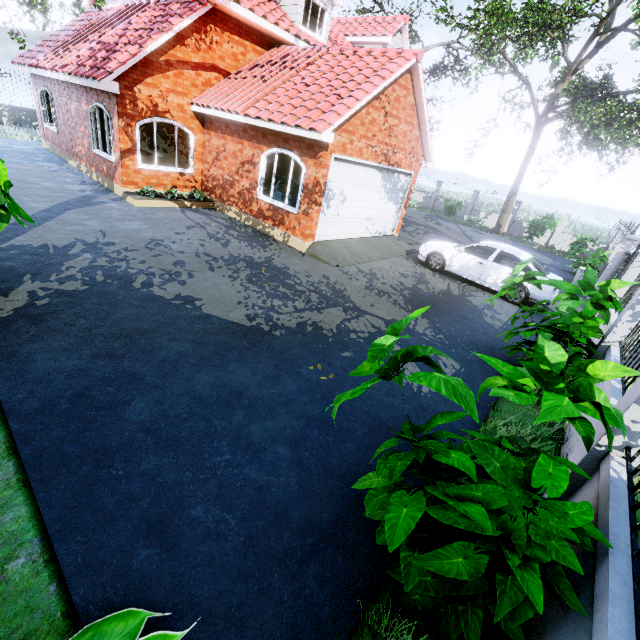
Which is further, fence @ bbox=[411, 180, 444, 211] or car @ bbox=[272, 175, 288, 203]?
fence @ bbox=[411, 180, 444, 211]

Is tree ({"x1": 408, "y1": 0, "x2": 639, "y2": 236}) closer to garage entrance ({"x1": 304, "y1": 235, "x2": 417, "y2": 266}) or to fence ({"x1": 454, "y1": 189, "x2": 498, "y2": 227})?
fence ({"x1": 454, "y1": 189, "x2": 498, "y2": 227})

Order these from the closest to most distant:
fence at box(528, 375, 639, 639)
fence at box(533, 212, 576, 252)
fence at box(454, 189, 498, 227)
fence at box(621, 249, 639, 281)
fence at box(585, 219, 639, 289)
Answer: fence at box(528, 375, 639, 639) < fence at box(621, 249, 639, 281) < fence at box(585, 219, 639, 289) < fence at box(533, 212, 576, 252) < fence at box(454, 189, 498, 227)

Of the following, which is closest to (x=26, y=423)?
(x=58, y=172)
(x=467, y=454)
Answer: (x=467, y=454)

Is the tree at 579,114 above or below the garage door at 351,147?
above

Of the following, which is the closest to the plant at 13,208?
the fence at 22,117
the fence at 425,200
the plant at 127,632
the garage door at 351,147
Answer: the plant at 127,632

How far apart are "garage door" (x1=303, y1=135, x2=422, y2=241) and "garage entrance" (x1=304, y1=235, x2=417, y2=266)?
0.0m

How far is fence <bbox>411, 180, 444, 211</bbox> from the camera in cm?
2805
